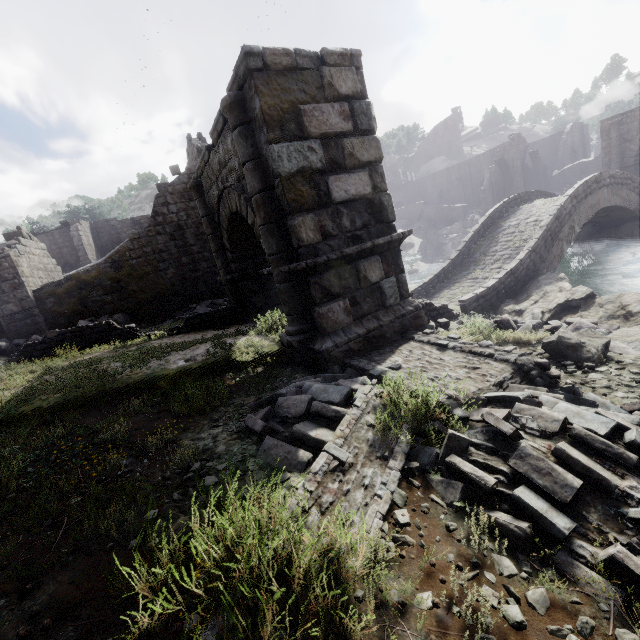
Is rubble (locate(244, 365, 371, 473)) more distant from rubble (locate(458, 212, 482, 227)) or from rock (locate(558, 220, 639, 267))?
rubble (locate(458, 212, 482, 227))

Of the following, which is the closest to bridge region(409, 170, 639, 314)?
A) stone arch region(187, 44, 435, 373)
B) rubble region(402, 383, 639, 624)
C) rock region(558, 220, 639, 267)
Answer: rock region(558, 220, 639, 267)

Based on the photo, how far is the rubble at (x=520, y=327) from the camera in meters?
7.5 m

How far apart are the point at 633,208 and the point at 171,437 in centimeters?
2329cm

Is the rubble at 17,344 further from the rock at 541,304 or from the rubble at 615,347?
the rubble at 615,347

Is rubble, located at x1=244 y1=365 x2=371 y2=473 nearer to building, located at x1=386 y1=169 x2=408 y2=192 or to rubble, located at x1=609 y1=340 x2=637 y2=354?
Result: rubble, located at x1=609 y1=340 x2=637 y2=354

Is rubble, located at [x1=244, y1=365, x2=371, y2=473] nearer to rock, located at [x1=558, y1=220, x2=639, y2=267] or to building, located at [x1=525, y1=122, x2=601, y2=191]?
building, located at [x1=525, y1=122, x2=601, y2=191]

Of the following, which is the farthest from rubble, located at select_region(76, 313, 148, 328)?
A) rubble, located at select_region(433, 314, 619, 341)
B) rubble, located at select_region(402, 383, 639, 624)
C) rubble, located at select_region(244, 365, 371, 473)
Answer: rubble, located at select_region(402, 383, 639, 624)
